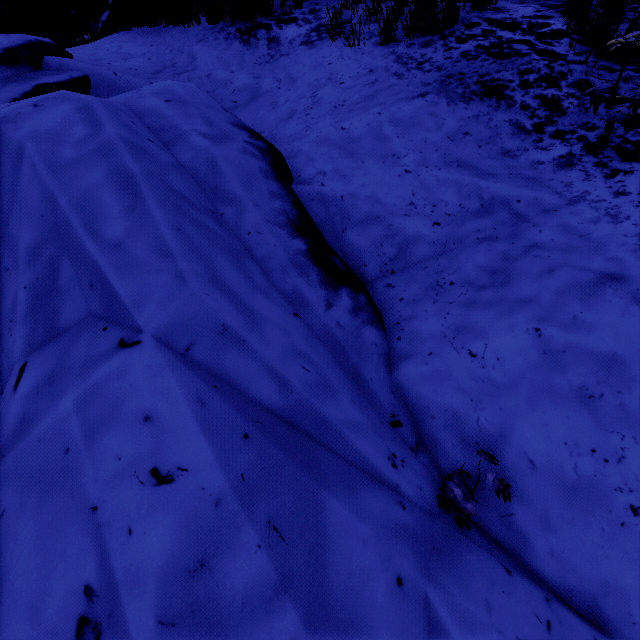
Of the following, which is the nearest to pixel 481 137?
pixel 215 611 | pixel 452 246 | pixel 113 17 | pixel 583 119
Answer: pixel 583 119
